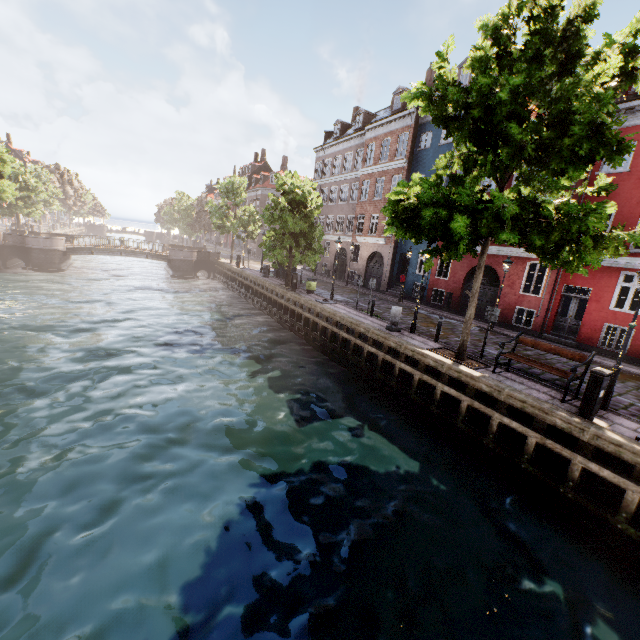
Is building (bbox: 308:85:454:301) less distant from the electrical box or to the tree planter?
the tree planter

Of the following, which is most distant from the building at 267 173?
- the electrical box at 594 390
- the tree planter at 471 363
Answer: the electrical box at 594 390

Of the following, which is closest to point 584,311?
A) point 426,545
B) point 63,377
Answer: point 426,545

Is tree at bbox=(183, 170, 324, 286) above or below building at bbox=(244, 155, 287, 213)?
below

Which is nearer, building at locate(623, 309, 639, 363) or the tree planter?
the tree planter

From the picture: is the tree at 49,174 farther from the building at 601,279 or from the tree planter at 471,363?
the building at 601,279

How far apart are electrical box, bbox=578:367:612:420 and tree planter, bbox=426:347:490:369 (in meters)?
2.96
